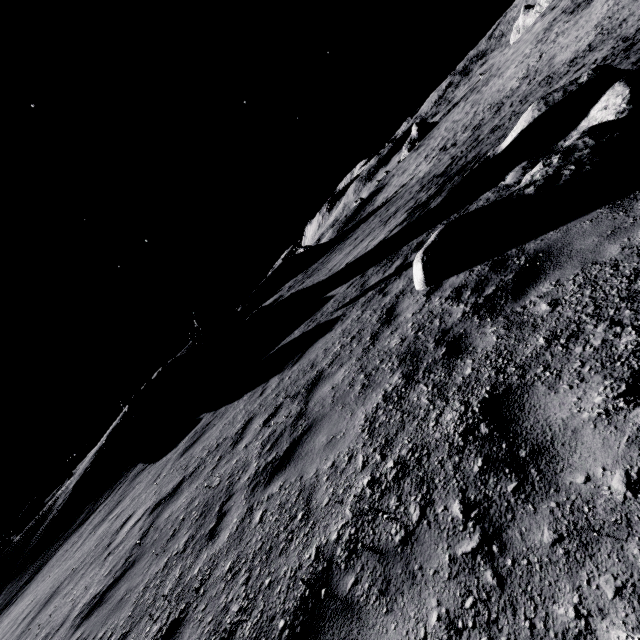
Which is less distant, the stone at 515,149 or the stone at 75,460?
the stone at 515,149

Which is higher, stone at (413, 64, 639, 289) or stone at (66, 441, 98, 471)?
stone at (66, 441, 98, 471)

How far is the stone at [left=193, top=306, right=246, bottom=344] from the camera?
23.4 meters

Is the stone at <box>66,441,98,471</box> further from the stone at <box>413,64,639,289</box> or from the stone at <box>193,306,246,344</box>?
the stone at <box>413,64,639,289</box>

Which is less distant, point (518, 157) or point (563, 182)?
point (563, 182)

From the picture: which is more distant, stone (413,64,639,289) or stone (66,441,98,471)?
stone (66,441,98,471)

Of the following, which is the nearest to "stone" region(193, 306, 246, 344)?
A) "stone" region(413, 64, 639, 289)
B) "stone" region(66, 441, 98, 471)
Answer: "stone" region(66, 441, 98, 471)

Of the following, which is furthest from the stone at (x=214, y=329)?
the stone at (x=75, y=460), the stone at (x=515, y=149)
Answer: the stone at (x=515, y=149)
